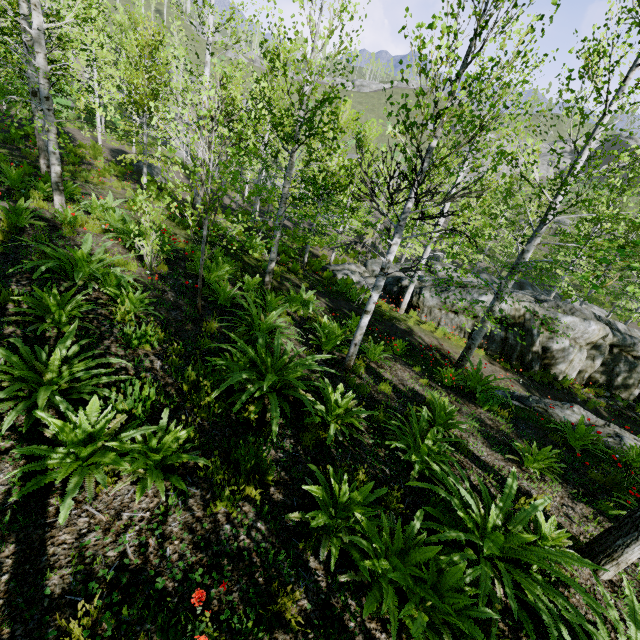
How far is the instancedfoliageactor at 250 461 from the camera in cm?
340

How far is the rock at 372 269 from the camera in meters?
17.3

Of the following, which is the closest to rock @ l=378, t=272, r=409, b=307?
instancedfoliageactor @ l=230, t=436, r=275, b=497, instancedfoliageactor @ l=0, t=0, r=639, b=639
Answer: instancedfoliageactor @ l=0, t=0, r=639, b=639

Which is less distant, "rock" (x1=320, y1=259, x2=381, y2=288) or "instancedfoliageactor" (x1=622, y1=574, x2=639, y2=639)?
"instancedfoliageactor" (x1=622, y1=574, x2=639, y2=639)

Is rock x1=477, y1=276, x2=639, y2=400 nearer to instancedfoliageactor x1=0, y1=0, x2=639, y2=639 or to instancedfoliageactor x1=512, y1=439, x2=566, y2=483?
instancedfoliageactor x1=0, y1=0, x2=639, y2=639

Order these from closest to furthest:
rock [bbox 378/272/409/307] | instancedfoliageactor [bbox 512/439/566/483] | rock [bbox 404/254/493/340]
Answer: instancedfoliageactor [bbox 512/439/566/483]
rock [bbox 404/254/493/340]
rock [bbox 378/272/409/307]

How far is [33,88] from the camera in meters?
10.1
